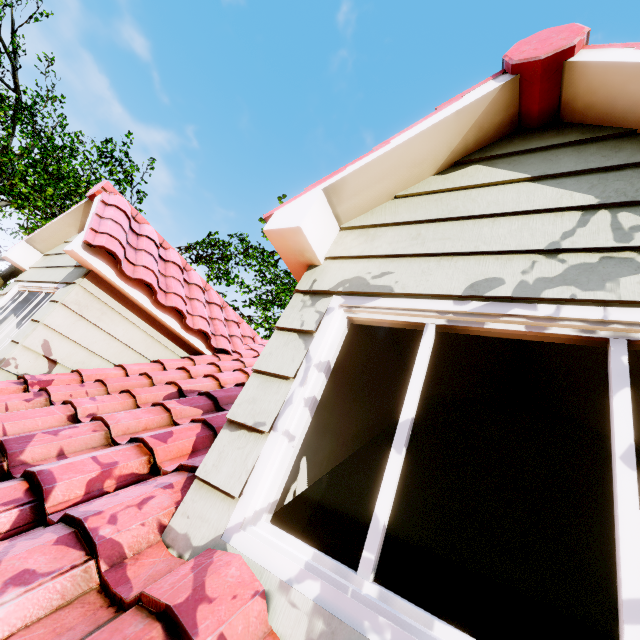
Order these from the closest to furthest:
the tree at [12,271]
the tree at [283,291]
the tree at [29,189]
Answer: the tree at [29,189]
the tree at [12,271]
the tree at [283,291]

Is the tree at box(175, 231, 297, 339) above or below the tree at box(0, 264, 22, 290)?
above

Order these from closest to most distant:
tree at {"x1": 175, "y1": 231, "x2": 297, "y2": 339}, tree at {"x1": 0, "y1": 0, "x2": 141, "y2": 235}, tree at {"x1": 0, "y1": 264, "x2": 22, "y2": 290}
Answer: tree at {"x1": 0, "y1": 0, "x2": 141, "y2": 235} → tree at {"x1": 0, "y1": 264, "x2": 22, "y2": 290} → tree at {"x1": 175, "y1": 231, "x2": 297, "y2": 339}

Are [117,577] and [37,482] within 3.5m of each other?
yes

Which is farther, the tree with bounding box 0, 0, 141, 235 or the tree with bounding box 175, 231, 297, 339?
the tree with bounding box 175, 231, 297, 339

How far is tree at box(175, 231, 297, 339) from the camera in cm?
1250

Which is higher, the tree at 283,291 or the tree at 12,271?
the tree at 283,291
